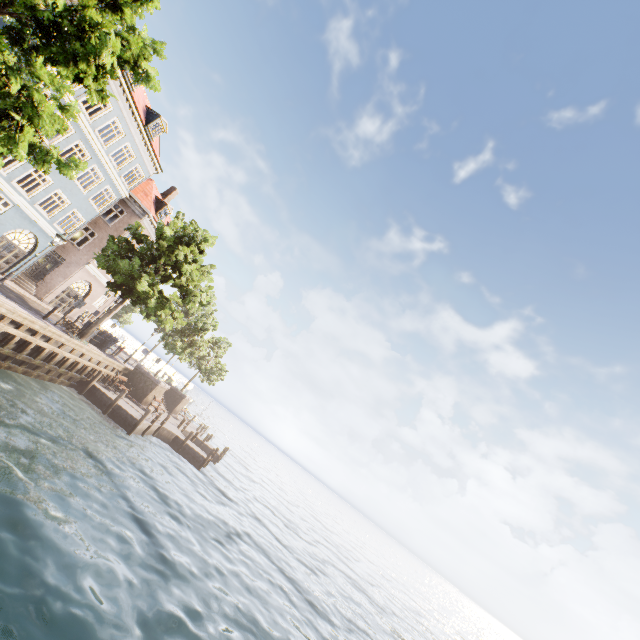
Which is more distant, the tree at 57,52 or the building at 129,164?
the building at 129,164

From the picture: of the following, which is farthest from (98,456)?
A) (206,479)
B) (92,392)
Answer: (206,479)

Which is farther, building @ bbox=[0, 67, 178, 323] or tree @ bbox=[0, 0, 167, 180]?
building @ bbox=[0, 67, 178, 323]
